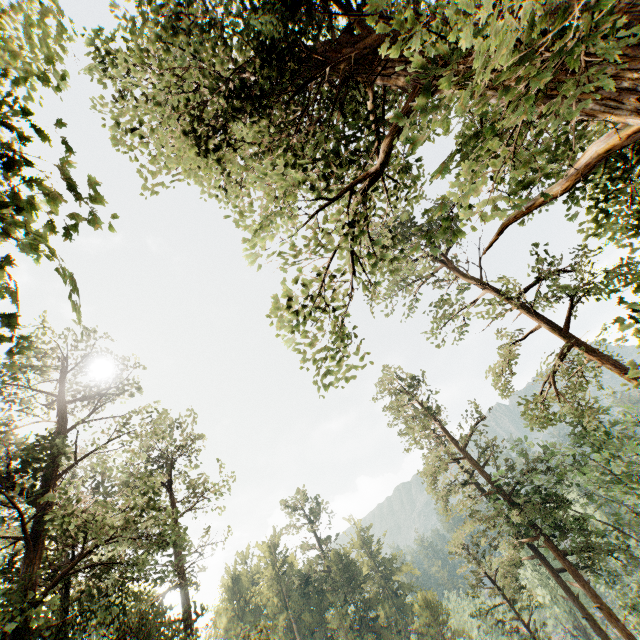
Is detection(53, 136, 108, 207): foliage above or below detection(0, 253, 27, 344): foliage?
above

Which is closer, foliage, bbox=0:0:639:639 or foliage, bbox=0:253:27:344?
foliage, bbox=0:253:27:344

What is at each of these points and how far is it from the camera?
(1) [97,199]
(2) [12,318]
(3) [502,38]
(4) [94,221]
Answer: (1) foliage, 2.6 meters
(2) foliage, 2.2 meters
(3) foliage, 1.8 meters
(4) foliage, 2.6 meters

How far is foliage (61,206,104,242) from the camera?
2.48m

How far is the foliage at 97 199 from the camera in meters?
2.4

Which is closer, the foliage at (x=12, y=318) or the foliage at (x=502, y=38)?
the foliage at (x=12, y=318)
